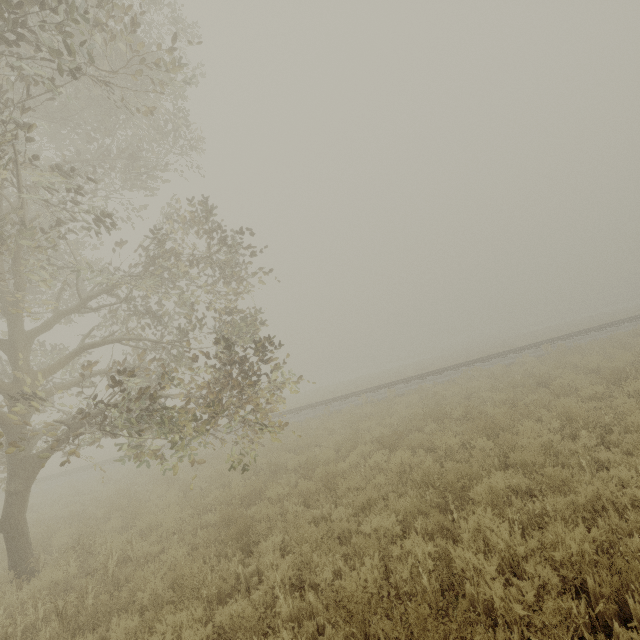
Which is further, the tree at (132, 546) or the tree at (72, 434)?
the tree at (132, 546)

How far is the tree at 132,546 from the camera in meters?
6.2

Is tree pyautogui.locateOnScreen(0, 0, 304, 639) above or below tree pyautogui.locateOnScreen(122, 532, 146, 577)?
above

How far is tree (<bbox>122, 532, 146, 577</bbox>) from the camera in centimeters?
623cm

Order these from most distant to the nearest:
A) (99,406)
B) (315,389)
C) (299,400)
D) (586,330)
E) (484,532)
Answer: (315,389) → (299,400) → (586,330) → (99,406) → (484,532)

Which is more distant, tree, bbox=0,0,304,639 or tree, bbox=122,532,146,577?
tree, bbox=122,532,146,577
